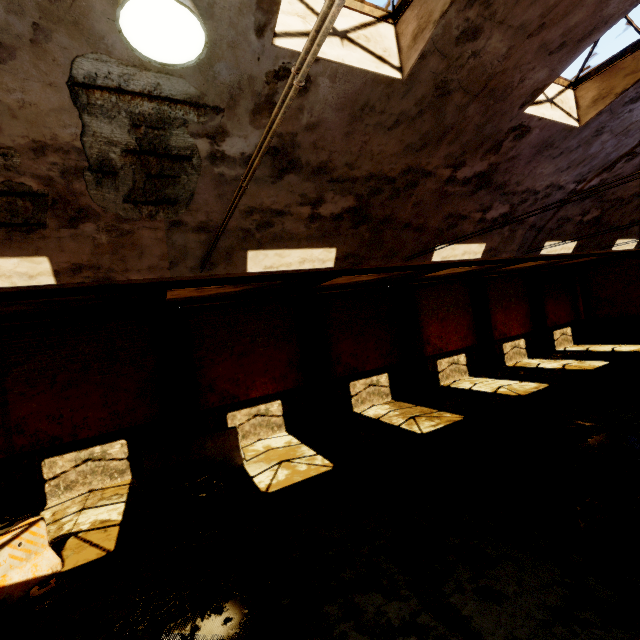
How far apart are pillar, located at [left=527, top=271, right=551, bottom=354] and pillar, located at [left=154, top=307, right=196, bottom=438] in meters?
→ 19.2 m

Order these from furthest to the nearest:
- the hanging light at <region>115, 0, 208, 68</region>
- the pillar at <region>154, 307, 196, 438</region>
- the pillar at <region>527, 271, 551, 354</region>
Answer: the pillar at <region>527, 271, 551, 354</region>
the pillar at <region>154, 307, 196, 438</region>
the hanging light at <region>115, 0, 208, 68</region>

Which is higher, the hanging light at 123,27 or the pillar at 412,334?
the hanging light at 123,27

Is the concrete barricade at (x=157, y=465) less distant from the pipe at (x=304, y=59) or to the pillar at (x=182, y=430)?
the pillar at (x=182, y=430)

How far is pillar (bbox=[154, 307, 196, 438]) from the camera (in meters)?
10.05

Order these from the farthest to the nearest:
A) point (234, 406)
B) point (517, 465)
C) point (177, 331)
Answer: point (234, 406) → point (177, 331) → point (517, 465)

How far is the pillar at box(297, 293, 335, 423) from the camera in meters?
12.3

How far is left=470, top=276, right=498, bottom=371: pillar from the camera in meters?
16.7
